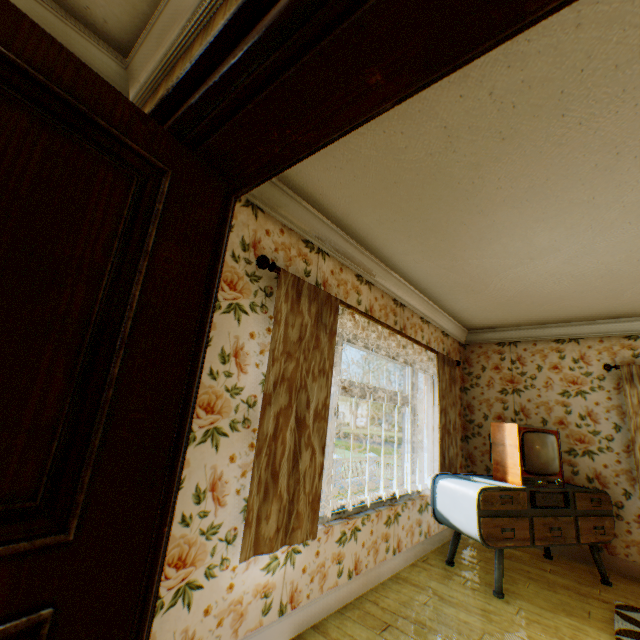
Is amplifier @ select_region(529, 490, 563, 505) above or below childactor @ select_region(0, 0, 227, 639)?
below

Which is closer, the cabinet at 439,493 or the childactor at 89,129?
the childactor at 89,129

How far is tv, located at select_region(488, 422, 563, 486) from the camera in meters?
3.6 m

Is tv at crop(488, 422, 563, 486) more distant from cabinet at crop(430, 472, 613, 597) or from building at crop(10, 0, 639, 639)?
building at crop(10, 0, 639, 639)

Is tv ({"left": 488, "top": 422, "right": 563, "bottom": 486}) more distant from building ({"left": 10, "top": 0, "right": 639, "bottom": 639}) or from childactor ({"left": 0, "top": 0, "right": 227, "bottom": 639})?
childactor ({"left": 0, "top": 0, "right": 227, "bottom": 639})

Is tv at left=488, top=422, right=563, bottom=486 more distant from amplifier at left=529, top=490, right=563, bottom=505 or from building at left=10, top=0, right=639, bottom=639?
building at left=10, top=0, right=639, bottom=639

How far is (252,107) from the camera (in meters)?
0.82

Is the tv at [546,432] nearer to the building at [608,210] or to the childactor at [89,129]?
the building at [608,210]
